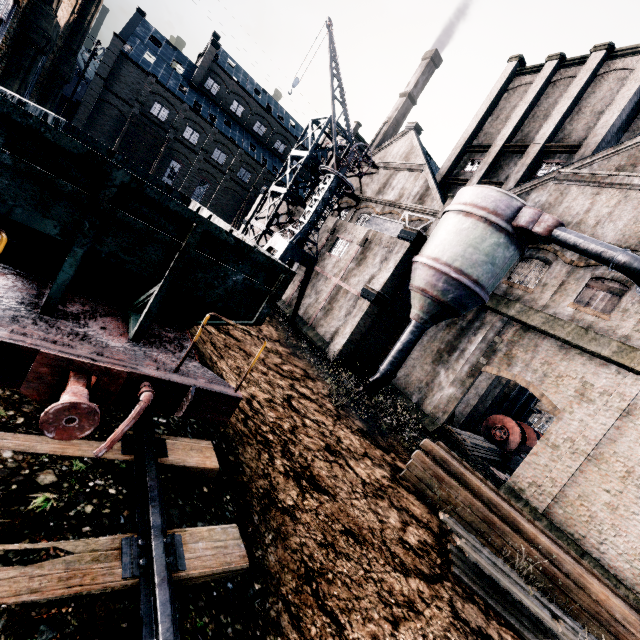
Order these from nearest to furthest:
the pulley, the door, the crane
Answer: the crane → the pulley → the door

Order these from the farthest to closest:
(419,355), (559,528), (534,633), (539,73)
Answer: (539,73)
(419,355)
(559,528)
(534,633)

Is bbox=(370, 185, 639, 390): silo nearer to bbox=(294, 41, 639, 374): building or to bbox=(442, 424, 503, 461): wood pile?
bbox=(294, 41, 639, 374): building

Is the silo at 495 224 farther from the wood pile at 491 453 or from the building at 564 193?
the wood pile at 491 453

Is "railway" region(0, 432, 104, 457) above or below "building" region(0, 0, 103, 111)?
below

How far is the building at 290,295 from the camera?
27.95m

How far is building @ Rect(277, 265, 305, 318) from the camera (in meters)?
27.95

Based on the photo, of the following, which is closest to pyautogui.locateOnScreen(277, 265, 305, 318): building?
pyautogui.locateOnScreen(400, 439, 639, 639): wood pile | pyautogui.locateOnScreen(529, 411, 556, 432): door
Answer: pyautogui.locateOnScreen(529, 411, 556, 432): door
